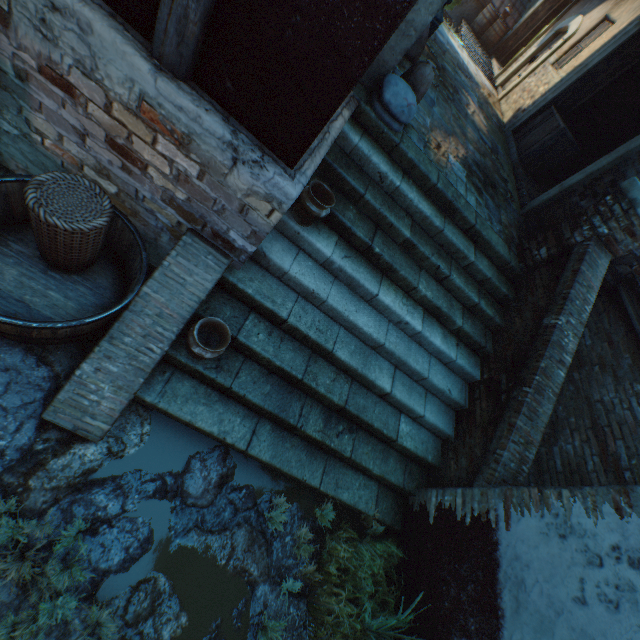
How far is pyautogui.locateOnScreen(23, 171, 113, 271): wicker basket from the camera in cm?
239

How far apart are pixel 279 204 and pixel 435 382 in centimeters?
303cm

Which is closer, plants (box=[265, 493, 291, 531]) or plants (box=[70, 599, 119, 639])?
plants (box=[70, 599, 119, 639])

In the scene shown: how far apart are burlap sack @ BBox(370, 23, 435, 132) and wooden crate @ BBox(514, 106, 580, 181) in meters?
4.9

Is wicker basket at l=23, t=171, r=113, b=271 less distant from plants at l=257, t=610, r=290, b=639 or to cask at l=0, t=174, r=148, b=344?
cask at l=0, t=174, r=148, b=344

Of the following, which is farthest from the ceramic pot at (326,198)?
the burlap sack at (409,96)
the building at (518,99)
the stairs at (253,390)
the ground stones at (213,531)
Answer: the building at (518,99)

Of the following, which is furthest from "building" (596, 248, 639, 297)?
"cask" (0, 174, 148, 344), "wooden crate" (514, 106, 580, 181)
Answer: "cask" (0, 174, 148, 344)

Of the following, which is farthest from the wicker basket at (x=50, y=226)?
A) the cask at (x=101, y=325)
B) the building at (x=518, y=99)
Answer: the building at (x=518, y=99)
